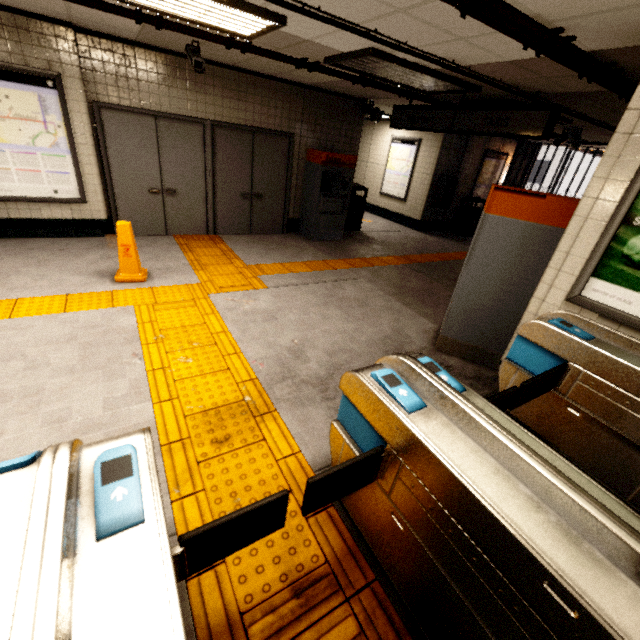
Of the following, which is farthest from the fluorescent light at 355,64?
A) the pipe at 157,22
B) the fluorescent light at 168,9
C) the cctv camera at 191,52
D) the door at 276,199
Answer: the door at 276,199

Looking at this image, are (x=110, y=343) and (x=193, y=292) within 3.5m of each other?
yes

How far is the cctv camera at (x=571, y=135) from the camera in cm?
649

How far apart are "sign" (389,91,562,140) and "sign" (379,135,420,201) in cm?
354

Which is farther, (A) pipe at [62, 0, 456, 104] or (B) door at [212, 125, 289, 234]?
(B) door at [212, 125, 289, 234]

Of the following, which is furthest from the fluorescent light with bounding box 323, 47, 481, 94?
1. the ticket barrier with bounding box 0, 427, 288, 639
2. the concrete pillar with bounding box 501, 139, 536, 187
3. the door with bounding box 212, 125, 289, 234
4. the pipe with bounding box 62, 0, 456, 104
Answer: the concrete pillar with bounding box 501, 139, 536, 187

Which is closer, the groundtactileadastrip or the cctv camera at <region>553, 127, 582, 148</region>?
the groundtactileadastrip

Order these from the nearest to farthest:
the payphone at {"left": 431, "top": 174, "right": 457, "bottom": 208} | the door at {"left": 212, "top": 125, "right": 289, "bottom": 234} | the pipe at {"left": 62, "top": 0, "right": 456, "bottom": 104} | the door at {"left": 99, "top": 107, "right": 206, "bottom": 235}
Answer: the pipe at {"left": 62, "top": 0, "right": 456, "bottom": 104} → the door at {"left": 99, "top": 107, "right": 206, "bottom": 235} → the door at {"left": 212, "top": 125, "right": 289, "bottom": 234} → the payphone at {"left": 431, "top": 174, "right": 457, "bottom": 208}
